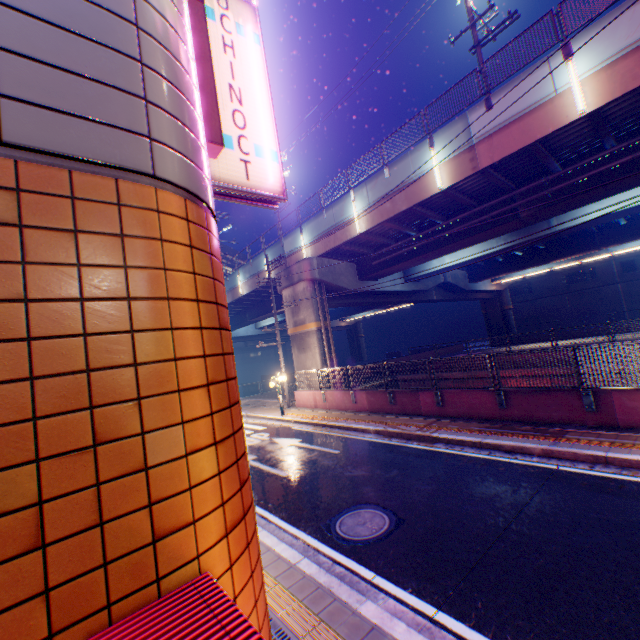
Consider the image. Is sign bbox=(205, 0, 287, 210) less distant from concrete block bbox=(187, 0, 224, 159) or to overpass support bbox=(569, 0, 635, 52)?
concrete block bbox=(187, 0, 224, 159)

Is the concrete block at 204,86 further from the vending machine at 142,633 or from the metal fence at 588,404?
the metal fence at 588,404

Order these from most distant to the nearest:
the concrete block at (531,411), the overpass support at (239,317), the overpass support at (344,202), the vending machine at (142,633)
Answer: the overpass support at (239,317)
the overpass support at (344,202)
the concrete block at (531,411)
the vending machine at (142,633)

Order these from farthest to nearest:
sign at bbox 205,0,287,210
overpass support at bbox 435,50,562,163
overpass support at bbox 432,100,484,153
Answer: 1. overpass support at bbox 432,100,484,153
2. overpass support at bbox 435,50,562,163
3. sign at bbox 205,0,287,210

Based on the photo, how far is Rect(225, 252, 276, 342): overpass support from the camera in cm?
2748

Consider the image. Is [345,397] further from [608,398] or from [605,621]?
[605,621]

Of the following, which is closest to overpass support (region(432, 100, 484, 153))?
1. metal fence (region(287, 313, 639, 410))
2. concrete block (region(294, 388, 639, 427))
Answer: metal fence (region(287, 313, 639, 410))
